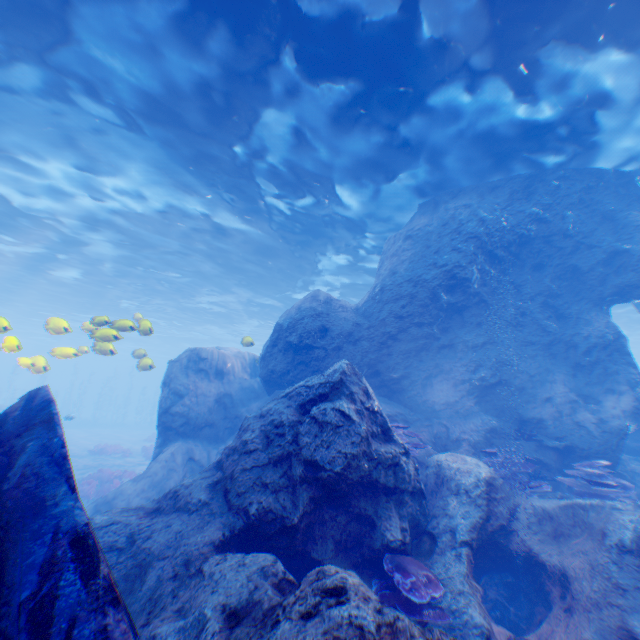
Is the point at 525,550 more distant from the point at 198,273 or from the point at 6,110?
the point at 198,273

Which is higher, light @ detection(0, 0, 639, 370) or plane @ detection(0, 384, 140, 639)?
light @ detection(0, 0, 639, 370)

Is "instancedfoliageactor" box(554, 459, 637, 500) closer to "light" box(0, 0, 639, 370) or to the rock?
the rock

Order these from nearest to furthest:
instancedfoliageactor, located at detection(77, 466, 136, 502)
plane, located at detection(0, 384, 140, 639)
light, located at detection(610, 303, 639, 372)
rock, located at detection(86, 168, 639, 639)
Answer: plane, located at detection(0, 384, 140, 639) < rock, located at detection(86, 168, 639, 639) < instancedfoliageactor, located at detection(77, 466, 136, 502) < light, located at detection(610, 303, 639, 372)

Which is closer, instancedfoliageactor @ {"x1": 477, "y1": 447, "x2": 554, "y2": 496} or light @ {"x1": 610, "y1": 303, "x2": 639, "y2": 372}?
instancedfoliageactor @ {"x1": 477, "y1": 447, "x2": 554, "y2": 496}

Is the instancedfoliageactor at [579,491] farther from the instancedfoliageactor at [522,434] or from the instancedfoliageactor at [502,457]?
the instancedfoliageactor at [522,434]

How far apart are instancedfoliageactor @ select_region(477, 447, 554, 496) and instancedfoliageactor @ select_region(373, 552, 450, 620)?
3.63m

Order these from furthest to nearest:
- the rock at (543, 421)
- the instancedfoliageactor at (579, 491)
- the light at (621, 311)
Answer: the light at (621, 311) < the instancedfoliageactor at (579, 491) < the rock at (543, 421)
